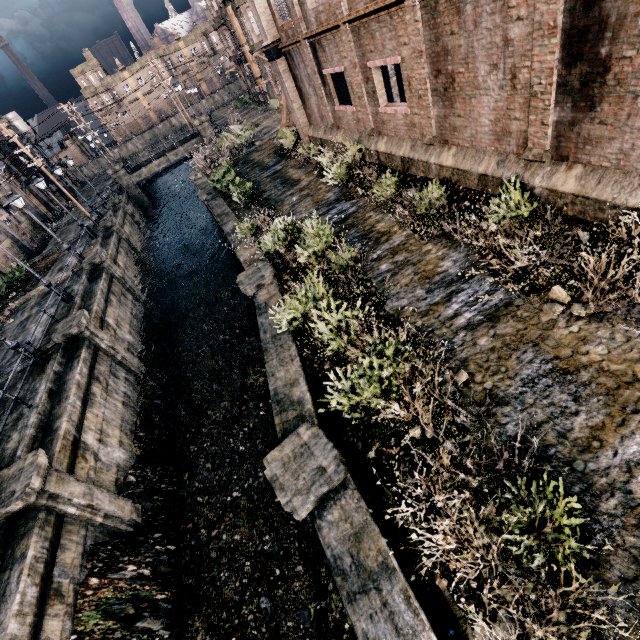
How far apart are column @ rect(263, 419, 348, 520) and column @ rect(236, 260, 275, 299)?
6.7 meters

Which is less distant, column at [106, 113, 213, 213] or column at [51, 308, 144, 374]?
column at [51, 308, 144, 374]

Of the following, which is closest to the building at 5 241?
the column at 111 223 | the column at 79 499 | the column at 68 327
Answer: the column at 111 223

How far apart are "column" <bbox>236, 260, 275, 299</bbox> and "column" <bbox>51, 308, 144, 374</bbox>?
8.65m

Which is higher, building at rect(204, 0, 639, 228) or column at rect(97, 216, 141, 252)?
building at rect(204, 0, 639, 228)

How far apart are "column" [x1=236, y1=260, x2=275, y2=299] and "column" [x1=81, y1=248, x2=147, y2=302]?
14.84m

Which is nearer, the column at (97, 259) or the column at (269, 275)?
the column at (269, 275)

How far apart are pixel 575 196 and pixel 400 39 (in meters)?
8.05
